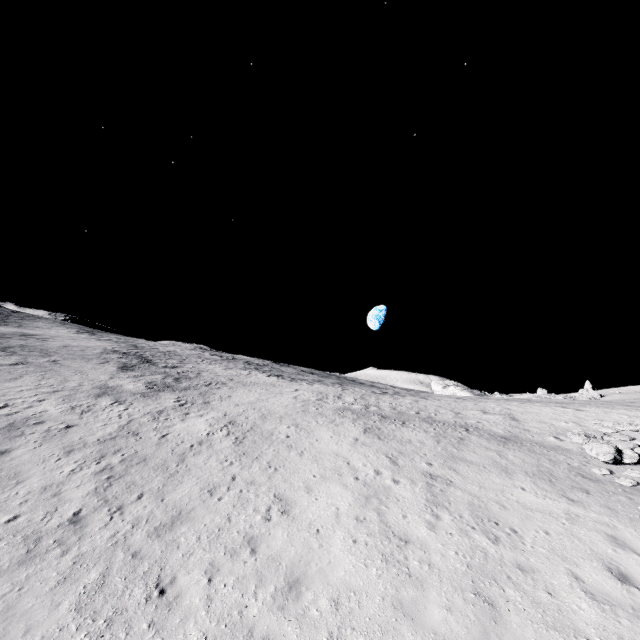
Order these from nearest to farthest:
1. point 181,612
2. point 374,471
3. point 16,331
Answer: point 181,612, point 374,471, point 16,331
